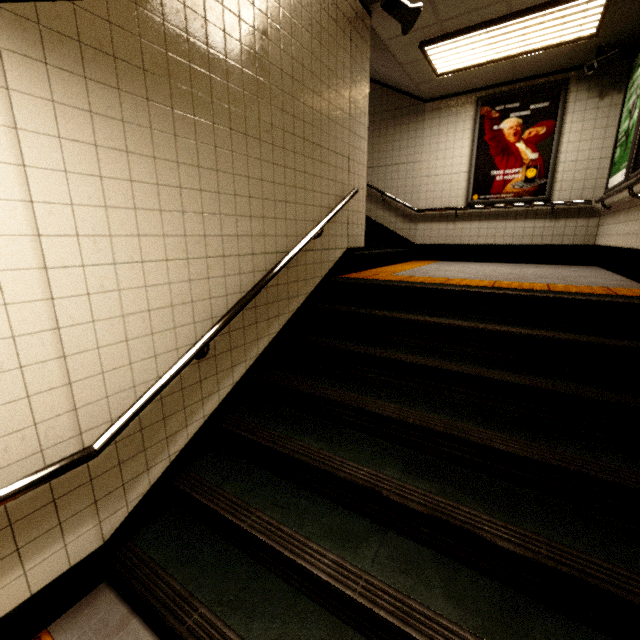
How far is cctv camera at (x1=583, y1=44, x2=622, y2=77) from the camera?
4.3m

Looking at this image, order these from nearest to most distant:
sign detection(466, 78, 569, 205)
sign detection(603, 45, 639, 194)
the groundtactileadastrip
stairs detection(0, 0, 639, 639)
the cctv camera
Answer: stairs detection(0, 0, 639, 639) → the groundtactileadastrip → sign detection(603, 45, 639, 194) → the cctv camera → sign detection(466, 78, 569, 205)

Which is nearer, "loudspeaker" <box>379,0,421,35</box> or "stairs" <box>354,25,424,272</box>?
"loudspeaker" <box>379,0,421,35</box>

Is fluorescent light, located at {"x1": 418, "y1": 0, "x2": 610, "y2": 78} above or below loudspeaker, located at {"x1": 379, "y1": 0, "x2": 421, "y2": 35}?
above

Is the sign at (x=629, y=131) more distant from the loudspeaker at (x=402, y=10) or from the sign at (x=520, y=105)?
the loudspeaker at (x=402, y=10)

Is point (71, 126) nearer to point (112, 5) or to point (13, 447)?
A: point (112, 5)

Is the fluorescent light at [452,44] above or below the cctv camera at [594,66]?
above

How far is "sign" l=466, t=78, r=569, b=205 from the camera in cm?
514
